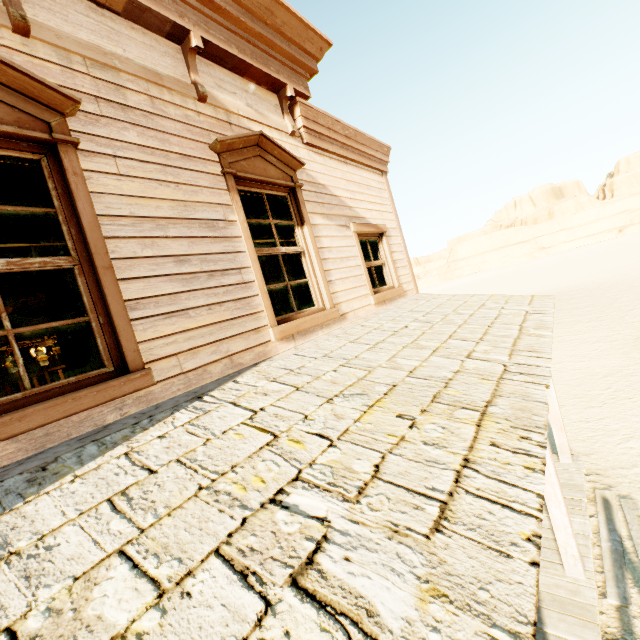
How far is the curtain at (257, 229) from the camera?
3.9m

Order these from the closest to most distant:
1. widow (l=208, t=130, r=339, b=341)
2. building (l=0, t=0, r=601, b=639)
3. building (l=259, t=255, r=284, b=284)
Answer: building (l=0, t=0, r=601, b=639) → widow (l=208, t=130, r=339, b=341) → building (l=259, t=255, r=284, b=284)

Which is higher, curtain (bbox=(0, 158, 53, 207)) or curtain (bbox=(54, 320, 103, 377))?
curtain (bbox=(0, 158, 53, 207))

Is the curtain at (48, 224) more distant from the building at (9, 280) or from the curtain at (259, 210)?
the curtain at (259, 210)

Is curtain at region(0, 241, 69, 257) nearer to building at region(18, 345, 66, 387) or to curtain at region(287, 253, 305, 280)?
building at region(18, 345, 66, 387)

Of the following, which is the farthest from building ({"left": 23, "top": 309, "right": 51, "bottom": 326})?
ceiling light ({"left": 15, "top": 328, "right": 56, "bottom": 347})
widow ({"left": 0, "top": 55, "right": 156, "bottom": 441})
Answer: ceiling light ({"left": 15, "top": 328, "right": 56, "bottom": 347})

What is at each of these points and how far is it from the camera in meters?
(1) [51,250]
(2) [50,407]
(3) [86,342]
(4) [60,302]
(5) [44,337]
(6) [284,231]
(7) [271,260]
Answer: (1) curtain, 2.3
(2) widow, 1.9
(3) curtain, 2.4
(4) curtain, 2.3
(5) ceiling light, 6.3
(6) curtain, 4.3
(7) building, 8.8

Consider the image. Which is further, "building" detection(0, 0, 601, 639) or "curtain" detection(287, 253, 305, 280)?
"curtain" detection(287, 253, 305, 280)
